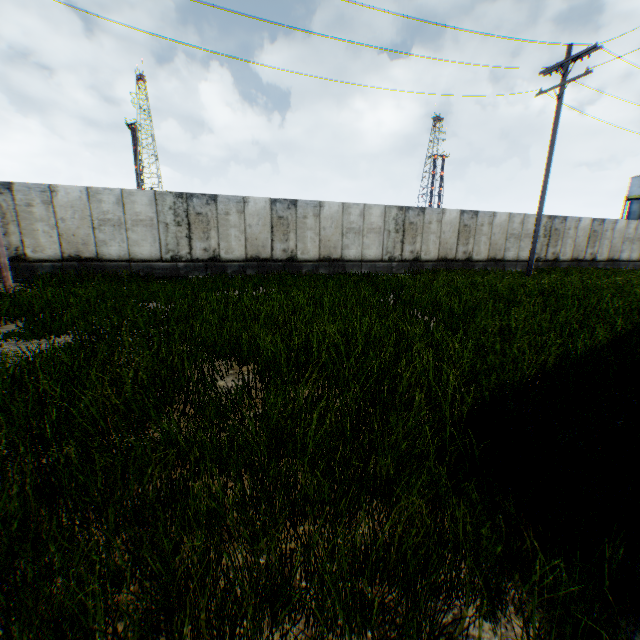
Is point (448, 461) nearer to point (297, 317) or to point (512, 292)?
point (297, 317)
